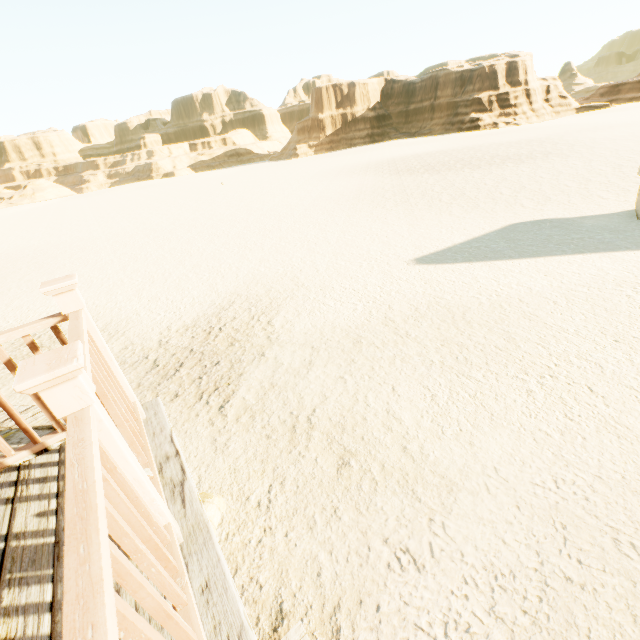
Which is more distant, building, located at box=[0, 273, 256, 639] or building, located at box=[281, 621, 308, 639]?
building, located at box=[281, 621, 308, 639]

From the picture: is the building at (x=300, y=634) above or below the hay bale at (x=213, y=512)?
above

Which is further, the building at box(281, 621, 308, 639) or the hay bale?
the hay bale

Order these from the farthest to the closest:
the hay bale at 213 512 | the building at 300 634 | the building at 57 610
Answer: the hay bale at 213 512
the building at 300 634
the building at 57 610

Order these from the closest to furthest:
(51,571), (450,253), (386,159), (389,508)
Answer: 1. (51,571)
2. (389,508)
3. (450,253)
4. (386,159)

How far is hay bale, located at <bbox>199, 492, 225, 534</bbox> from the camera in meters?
4.8 m

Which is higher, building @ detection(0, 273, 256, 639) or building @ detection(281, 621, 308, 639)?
building @ detection(0, 273, 256, 639)

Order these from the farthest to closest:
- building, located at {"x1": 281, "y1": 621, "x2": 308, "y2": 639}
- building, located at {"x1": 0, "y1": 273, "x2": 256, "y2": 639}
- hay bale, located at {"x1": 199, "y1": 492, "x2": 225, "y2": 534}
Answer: hay bale, located at {"x1": 199, "y1": 492, "x2": 225, "y2": 534}, building, located at {"x1": 281, "y1": 621, "x2": 308, "y2": 639}, building, located at {"x1": 0, "y1": 273, "x2": 256, "y2": 639}
